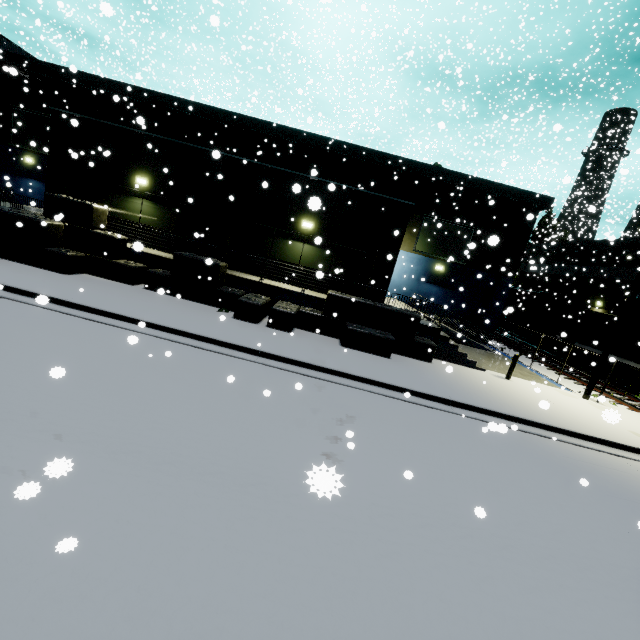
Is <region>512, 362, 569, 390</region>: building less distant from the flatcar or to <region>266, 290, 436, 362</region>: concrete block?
<region>266, 290, 436, 362</region>: concrete block

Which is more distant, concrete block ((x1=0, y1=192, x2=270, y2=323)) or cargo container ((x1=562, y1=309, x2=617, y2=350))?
cargo container ((x1=562, y1=309, x2=617, y2=350))

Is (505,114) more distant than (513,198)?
Yes

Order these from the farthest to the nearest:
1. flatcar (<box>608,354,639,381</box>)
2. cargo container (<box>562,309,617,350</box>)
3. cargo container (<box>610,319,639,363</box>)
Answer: cargo container (<box>562,309,617,350</box>) → cargo container (<box>610,319,639,363</box>) → flatcar (<box>608,354,639,381</box>)

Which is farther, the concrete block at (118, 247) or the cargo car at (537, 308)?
the cargo car at (537, 308)

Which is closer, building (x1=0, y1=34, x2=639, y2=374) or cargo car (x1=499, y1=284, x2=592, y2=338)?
building (x1=0, y1=34, x2=639, y2=374)

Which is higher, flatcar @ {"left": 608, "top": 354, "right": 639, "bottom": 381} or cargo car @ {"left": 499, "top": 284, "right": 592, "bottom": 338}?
cargo car @ {"left": 499, "top": 284, "right": 592, "bottom": 338}

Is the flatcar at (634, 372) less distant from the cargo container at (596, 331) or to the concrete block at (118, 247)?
the cargo container at (596, 331)
